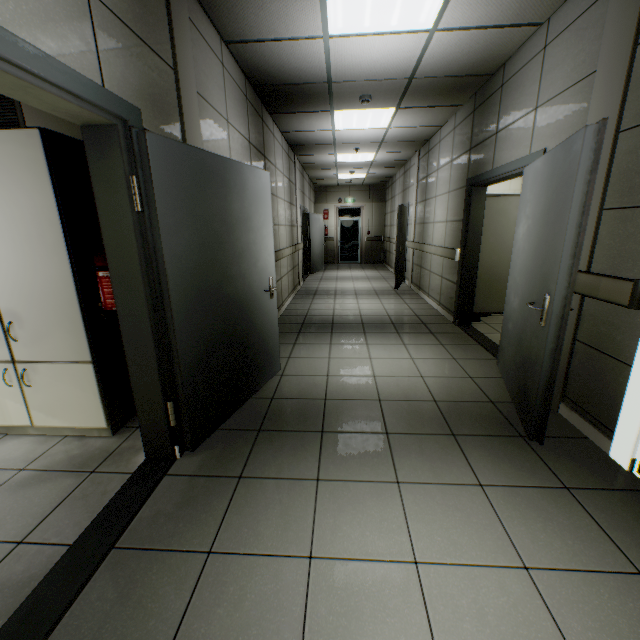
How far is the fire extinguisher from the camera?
1.9 meters

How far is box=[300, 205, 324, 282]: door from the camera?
10.53m

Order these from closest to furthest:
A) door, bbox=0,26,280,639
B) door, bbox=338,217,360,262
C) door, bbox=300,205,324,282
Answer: door, bbox=0,26,280,639
door, bbox=300,205,324,282
door, bbox=338,217,360,262

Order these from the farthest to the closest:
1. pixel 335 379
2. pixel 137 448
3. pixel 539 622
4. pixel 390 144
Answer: pixel 390 144 < pixel 335 379 < pixel 137 448 < pixel 539 622

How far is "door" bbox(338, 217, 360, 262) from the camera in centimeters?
1413cm

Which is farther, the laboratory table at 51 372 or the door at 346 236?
the door at 346 236

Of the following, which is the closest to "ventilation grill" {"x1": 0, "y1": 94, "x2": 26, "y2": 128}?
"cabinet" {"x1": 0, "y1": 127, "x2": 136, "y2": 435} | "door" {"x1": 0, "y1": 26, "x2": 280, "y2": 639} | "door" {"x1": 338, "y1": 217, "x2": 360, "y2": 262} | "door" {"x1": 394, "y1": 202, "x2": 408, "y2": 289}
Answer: "cabinet" {"x1": 0, "y1": 127, "x2": 136, "y2": 435}

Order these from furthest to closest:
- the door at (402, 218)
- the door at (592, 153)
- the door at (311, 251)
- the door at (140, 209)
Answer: the door at (311, 251), the door at (402, 218), the door at (592, 153), the door at (140, 209)
